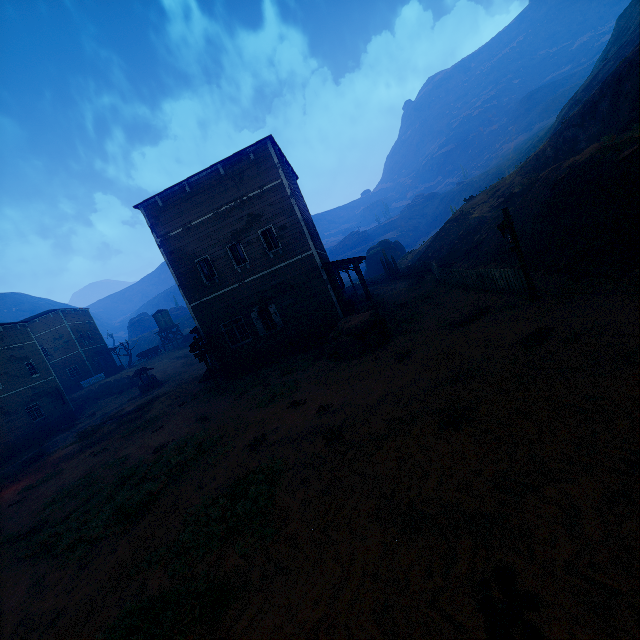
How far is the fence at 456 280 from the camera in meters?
11.2

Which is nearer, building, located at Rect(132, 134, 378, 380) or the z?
the z

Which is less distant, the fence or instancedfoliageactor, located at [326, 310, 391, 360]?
the fence

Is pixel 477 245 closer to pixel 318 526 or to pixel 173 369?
pixel 318 526

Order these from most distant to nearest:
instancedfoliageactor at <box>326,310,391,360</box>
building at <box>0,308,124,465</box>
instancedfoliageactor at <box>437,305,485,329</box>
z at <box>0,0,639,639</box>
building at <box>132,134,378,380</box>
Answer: building at <box>0,308,124,465</box> < building at <box>132,134,378,380</box> < instancedfoliageactor at <box>326,310,391,360</box> < instancedfoliageactor at <box>437,305,485,329</box> < z at <box>0,0,639,639</box>

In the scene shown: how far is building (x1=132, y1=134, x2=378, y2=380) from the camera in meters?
17.0

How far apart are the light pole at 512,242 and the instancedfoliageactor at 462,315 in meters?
1.5

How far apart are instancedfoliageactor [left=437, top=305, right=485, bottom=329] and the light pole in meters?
1.5 m
